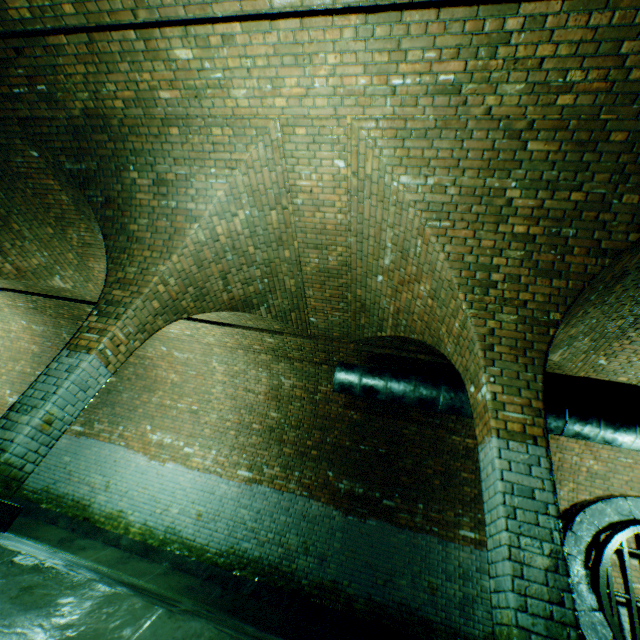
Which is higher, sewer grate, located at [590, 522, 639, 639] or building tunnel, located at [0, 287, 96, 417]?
building tunnel, located at [0, 287, 96, 417]

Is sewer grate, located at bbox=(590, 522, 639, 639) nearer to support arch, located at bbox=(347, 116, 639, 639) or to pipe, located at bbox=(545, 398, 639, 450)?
pipe, located at bbox=(545, 398, 639, 450)

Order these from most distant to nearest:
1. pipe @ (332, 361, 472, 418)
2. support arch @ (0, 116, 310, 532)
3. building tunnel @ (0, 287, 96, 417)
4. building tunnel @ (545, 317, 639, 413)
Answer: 1. building tunnel @ (0, 287, 96, 417)
2. pipe @ (332, 361, 472, 418)
3. building tunnel @ (545, 317, 639, 413)
4. support arch @ (0, 116, 310, 532)

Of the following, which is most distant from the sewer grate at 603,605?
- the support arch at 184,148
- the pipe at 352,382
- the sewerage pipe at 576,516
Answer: the support arch at 184,148

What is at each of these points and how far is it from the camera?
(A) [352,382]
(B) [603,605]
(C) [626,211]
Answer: (A) pipe, 6.2m
(B) sewer grate, 5.4m
(C) support arch, 3.3m

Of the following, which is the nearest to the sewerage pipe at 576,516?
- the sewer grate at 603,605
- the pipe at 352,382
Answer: the sewer grate at 603,605

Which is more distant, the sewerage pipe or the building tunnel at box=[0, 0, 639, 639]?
the sewerage pipe

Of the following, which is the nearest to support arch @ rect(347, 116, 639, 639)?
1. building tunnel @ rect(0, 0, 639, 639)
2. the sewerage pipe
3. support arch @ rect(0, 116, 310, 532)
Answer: building tunnel @ rect(0, 0, 639, 639)
